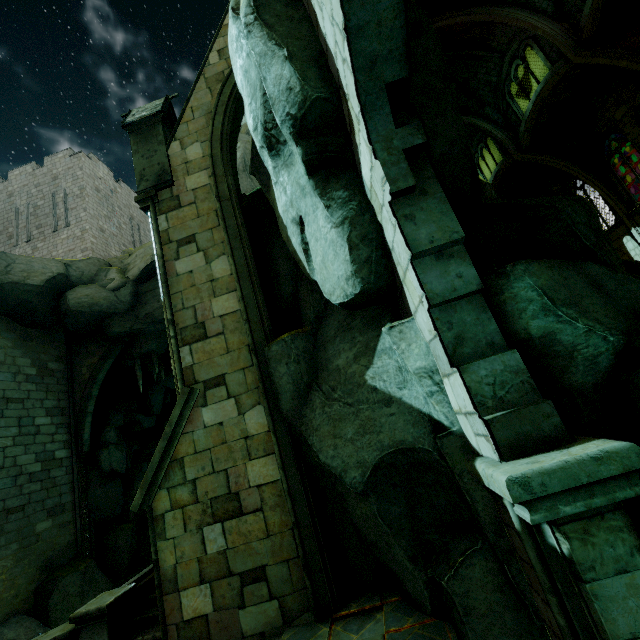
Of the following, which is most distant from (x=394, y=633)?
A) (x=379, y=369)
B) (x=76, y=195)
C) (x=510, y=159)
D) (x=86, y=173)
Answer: (x=86, y=173)

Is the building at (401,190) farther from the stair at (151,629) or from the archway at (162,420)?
the stair at (151,629)

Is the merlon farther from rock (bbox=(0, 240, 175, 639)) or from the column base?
the column base

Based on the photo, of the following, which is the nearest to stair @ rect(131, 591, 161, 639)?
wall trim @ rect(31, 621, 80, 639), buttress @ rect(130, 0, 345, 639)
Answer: wall trim @ rect(31, 621, 80, 639)

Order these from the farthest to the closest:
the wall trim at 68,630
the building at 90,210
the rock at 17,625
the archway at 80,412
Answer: the building at 90,210 → the archway at 80,412 → the rock at 17,625 → the wall trim at 68,630

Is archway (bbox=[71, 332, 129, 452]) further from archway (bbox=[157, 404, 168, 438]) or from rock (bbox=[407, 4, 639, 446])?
rock (bbox=[407, 4, 639, 446])

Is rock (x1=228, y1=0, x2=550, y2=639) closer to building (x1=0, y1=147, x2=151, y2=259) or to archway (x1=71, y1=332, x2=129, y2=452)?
archway (x1=71, y1=332, x2=129, y2=452)

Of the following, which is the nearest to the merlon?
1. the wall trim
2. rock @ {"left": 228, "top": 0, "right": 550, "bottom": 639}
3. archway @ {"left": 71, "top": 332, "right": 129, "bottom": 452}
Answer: rock @ {"left": 228, "top": 0, "right": 550, "bottom": 639}
